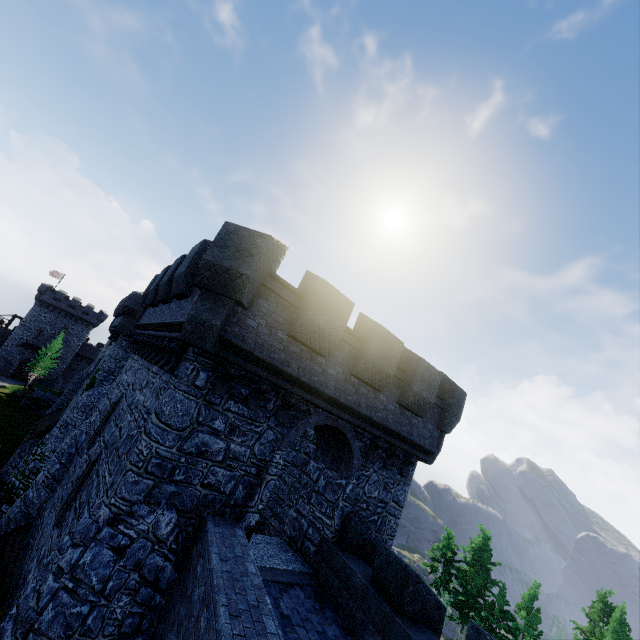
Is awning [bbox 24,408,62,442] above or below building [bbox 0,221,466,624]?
below

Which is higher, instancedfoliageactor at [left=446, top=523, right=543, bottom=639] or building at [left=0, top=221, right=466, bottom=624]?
building at [left=0, top=221, right=466, bottom=624]

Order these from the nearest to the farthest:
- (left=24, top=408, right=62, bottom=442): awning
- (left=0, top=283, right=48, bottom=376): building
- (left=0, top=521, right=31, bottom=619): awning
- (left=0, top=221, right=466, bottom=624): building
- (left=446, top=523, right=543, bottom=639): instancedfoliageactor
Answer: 1. (left=0, top=221, right=466, bottom=624): building
2. (left=0, top=521, right=31, bottom=619): awning
3. (left=24, top=408, right=62, bottom=442): awning
4. (left=446, top=523, right=543, bottom=639): instancedfoliageactor
5. (left=0, top=283, right=48, bottom=376): building

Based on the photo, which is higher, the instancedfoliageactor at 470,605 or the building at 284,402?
the building at 284,402

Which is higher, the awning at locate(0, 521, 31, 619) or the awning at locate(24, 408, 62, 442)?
the awning at locate(0, 521, 31, 619)

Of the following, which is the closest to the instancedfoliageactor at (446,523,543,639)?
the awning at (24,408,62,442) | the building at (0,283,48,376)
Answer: the awning at (24,408,62,442)

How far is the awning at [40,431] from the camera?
22.30m

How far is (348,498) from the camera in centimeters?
1028cm
